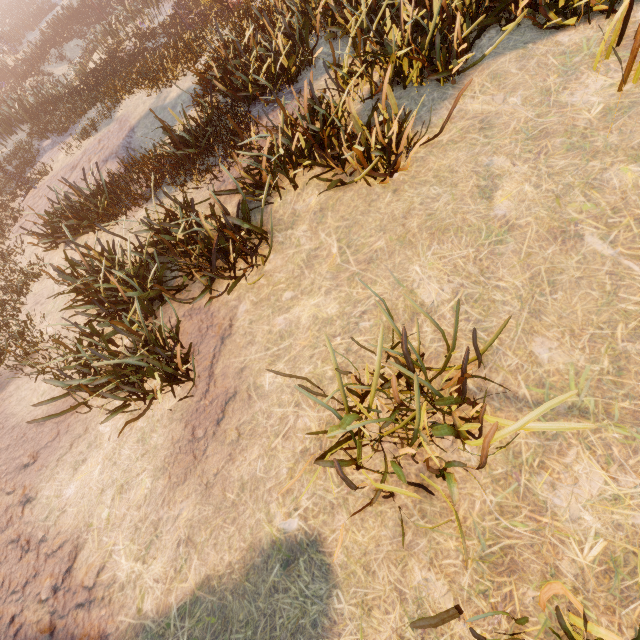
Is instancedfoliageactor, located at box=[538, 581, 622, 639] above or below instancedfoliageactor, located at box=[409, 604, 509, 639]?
below

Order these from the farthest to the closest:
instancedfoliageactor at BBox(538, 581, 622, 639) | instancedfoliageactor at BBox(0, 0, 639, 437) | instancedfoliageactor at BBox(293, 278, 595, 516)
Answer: instancedfoliageactor at BBox(0, 0, 639, 437) < instancedfoliageactor at BBox(293, 278, 595, 516) < instancedfoliageactor at BBox(538, 581, 622, 639)

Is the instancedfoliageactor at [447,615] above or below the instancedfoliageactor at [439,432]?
above

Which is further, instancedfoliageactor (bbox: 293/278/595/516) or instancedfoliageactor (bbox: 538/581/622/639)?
instancedfoliageactor (bbox: 293/278/595/516)

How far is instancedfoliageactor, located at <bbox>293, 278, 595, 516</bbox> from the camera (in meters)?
2.45

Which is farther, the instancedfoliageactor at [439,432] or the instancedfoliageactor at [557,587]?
the instancedfoliageactor at [439,432]

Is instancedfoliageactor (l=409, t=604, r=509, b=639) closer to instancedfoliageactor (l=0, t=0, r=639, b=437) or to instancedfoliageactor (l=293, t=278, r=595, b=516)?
instancedfoliageactor (l=293, t=278, r=595, b=516)

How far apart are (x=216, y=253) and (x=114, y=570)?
4.38m
